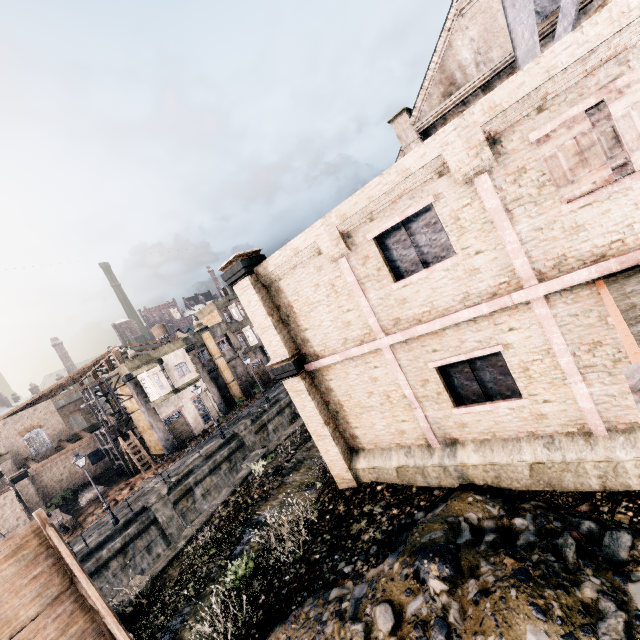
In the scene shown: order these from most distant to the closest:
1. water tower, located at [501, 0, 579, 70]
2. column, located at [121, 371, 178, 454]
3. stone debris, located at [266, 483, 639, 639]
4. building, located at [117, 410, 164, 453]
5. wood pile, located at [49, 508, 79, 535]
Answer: building, located at [117, 410, 164, 453] → column, located at [121, 371, 178, 454] → wood pile, located at [49, 508, 79, 535] → water tower, located at [501, 0, 579, 70] → stone debris, located at [266, 483, 639, 639]

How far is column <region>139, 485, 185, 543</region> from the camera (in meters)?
23.06

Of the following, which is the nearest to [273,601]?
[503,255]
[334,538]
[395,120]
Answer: [334,538]

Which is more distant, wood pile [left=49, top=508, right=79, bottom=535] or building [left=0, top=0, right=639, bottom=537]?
wood pile [left=49, top=508, right=79, bottom=535]

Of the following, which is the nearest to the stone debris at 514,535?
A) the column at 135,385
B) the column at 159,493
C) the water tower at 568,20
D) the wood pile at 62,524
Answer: the water tower at 568,20

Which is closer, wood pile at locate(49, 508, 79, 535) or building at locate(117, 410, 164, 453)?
wood pile at locate(49, 508, 79, 535)

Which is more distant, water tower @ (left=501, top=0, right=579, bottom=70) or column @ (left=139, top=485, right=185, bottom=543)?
column @ (left=139, top=485, right=185, bottom=543)

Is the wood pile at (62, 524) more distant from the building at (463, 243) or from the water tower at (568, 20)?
the water tower at (568, 20)
